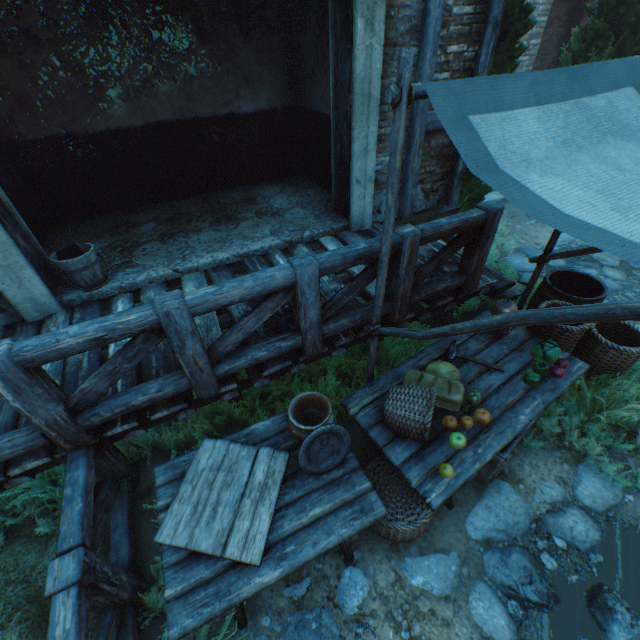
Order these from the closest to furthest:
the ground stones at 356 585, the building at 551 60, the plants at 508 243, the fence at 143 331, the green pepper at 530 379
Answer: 1. the fence at 143 331
2. the ground stones at 356 585
3. the green pepper at 530 379
4. the plants at 508 243
5. the building at 551 60

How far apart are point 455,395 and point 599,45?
8.6 meters

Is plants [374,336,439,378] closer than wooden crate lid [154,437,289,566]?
No

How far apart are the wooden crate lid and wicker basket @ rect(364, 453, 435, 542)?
0.7m

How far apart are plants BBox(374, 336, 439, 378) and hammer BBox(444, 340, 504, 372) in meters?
0.6 m

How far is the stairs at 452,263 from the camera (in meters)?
4.25

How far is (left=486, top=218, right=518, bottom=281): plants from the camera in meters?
5.4 m

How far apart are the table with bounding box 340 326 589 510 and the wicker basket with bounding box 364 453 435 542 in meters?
0.3
